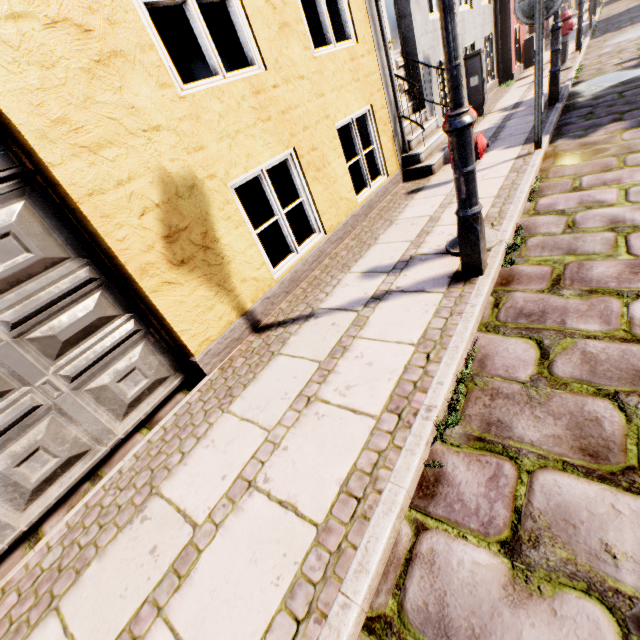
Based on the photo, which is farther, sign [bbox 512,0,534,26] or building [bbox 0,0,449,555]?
sign [bbox 512,0,534,26]

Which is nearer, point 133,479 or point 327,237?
point 133,479

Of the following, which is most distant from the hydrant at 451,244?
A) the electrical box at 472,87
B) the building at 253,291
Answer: the electrical box at 472,87

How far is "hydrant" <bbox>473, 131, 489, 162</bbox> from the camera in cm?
255

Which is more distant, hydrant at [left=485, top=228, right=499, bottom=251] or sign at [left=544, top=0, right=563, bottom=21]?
sign at [left=544, top=0, right=563, bottom=21]

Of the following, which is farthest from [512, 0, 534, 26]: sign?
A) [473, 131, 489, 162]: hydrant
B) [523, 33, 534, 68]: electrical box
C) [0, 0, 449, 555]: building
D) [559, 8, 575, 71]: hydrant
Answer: [523, 33, 534, 68]: electrical box

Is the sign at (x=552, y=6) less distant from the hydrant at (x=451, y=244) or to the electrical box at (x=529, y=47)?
the hydrant at (x=451, y=244)

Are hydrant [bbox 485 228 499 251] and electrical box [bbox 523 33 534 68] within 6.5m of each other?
no
